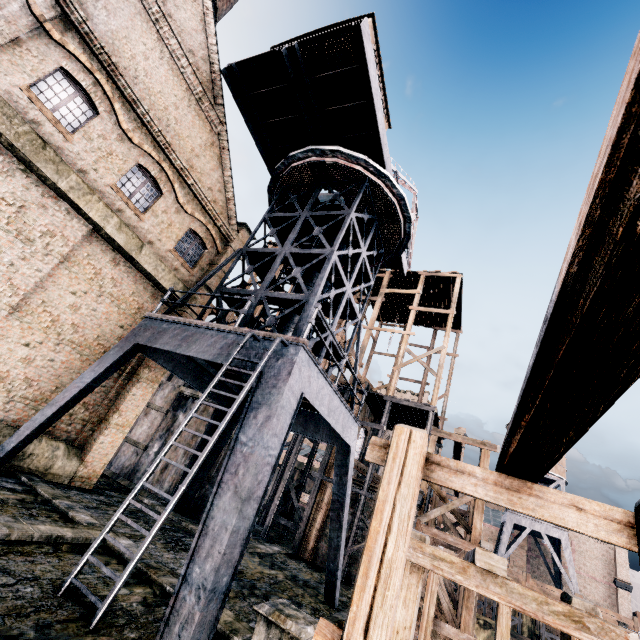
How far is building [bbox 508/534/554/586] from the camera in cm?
5062

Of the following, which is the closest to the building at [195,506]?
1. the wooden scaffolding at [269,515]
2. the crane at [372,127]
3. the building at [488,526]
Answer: the wooden scaffolding at [269,515]

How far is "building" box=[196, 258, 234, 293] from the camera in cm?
1800

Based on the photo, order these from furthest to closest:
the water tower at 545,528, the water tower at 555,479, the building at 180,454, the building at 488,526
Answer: the building at 488,526 < the water tower at 555,479 < the water tower at 545,528 < the building at 180,454

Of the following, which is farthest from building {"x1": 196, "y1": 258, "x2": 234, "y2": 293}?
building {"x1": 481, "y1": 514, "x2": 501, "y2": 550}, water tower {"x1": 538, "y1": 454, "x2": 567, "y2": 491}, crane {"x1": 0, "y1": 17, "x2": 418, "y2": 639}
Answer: building {"x1": 481, "y1": 514, "x2": 501, "y2": 550}

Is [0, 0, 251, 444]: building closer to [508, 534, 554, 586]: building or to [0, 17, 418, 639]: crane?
[0, 17, 418, 639]: crane

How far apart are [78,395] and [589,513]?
14.0 meters

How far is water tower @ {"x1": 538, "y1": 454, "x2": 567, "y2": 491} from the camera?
44.22m
